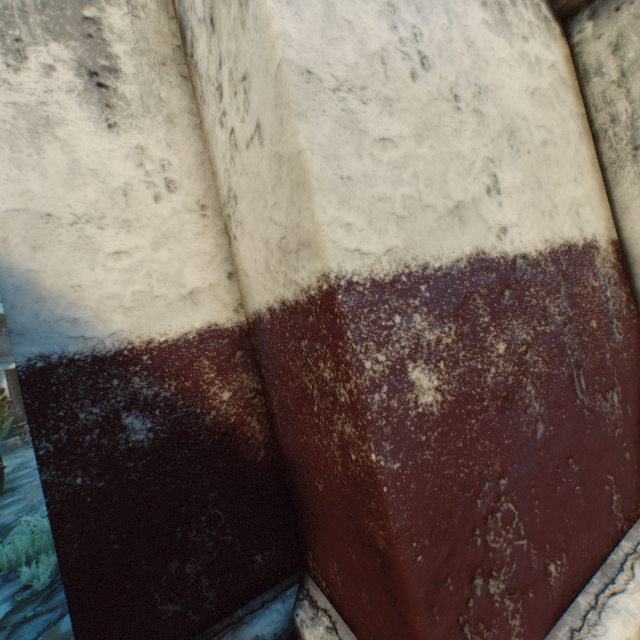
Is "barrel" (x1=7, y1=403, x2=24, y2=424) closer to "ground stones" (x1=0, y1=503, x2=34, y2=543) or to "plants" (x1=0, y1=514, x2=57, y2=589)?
"ground stones" (x1=0, y1=503, x2=34, y2=543)

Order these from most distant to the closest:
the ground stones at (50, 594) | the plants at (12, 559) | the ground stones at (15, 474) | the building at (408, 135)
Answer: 1. the ground stones at (15, 474)
2. the plants at (12, 559)
3. the ground stones at (50, 594)
4. the building at (408, 135)

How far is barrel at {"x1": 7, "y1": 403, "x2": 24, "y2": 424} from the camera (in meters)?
16.31

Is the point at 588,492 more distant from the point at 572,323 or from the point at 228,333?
the point at 228,333

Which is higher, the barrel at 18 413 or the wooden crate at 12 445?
the barrel at 18 413

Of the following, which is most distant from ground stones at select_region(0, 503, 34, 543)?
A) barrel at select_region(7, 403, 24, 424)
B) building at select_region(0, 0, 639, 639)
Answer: barrel at select_region(7, 403, 24, 424)

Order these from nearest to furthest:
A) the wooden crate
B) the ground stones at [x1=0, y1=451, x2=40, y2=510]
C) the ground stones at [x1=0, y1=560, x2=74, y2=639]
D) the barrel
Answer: the ground stones at [x1=0, y1=560, x2=74, y2=639], the ground stones at [x1=0, y1=451, x2=40, y2=510], the wooden crate, the barrel
